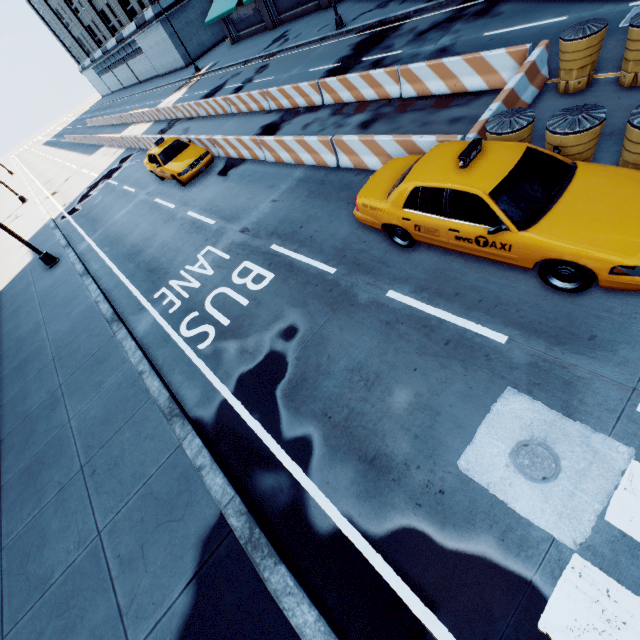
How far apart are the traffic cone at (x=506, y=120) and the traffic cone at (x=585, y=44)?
2.6m

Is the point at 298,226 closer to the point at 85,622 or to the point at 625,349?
the point at 625,349

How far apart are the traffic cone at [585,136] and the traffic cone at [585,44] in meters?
2.8 m

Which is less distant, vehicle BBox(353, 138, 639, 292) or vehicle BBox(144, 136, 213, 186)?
vehicle BBox(353, 138, 639, 292)

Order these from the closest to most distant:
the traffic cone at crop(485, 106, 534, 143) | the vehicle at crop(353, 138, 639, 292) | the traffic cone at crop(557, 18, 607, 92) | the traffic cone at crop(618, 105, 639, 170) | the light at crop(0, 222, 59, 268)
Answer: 1. the vehicle at crop(353, 138, 639, 292)
2. the traffic cone at crop(618, 105, 639, 170)
3. the traffic cone at crop(485, 106, 534, 143)
4. the traffic cone at crop(557, 18, 607, 92)
5. the light at crop(0, 222, 59, 268)

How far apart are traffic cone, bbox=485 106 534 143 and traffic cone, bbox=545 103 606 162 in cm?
27

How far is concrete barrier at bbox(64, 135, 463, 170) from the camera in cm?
789

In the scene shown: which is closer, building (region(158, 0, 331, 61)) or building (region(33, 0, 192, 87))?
building (region(158, 0, 331, 61))
